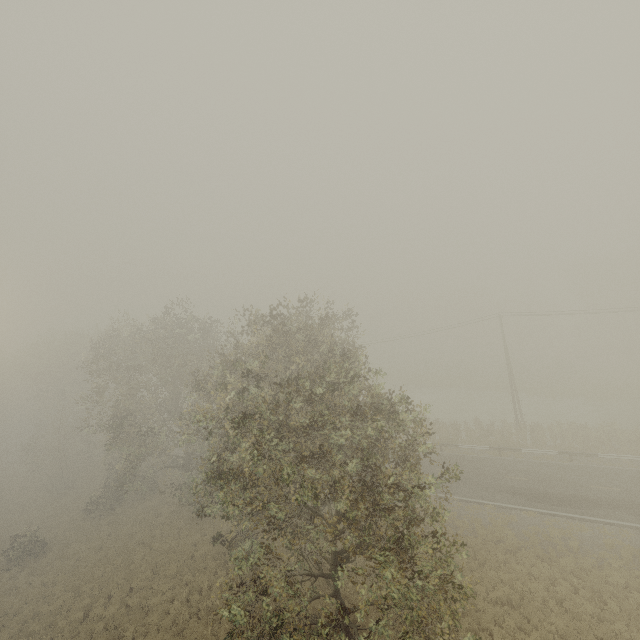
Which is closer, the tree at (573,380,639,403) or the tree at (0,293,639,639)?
the tree at (0,293,639,639)

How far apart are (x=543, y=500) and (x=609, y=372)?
40.5 meters

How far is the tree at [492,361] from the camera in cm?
4912

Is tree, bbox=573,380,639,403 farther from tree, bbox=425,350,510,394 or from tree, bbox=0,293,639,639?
tree, bbox=0,293,639,639

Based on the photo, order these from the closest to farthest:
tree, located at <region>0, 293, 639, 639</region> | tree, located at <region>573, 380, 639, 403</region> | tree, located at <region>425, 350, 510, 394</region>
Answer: tree, located at <region>0, 293, 639, 639</region> < tree, located at <region>573, 380, 639, 403</region> < tree, located at <region>425, 350, 510, 394</region>

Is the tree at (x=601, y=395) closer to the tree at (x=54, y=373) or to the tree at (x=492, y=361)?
the tree at (x=492, y=361)
